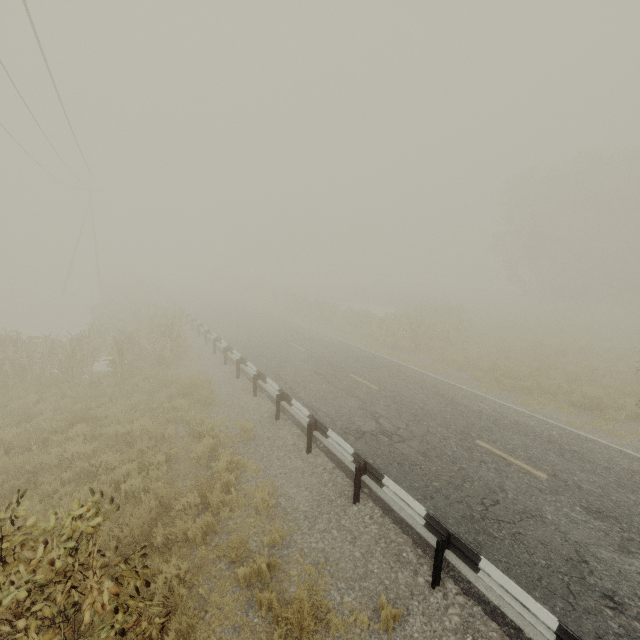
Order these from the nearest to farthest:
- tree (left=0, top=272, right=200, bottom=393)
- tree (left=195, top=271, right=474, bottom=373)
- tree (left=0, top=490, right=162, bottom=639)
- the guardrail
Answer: tree (left=0, top=490, right=162, bottom=639)
the guardrail
tree (left=0, top=272, right=200, bottom=393)
tree (left=195, top=271, right=474, bottom=373)

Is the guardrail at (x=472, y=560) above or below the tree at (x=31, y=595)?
below

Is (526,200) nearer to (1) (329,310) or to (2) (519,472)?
(1) (329,310)

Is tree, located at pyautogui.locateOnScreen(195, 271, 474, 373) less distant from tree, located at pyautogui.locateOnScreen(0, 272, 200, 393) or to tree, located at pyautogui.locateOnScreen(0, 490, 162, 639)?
tree, located at pyautogui.locateOnScreen(0, 272, 200, 393)

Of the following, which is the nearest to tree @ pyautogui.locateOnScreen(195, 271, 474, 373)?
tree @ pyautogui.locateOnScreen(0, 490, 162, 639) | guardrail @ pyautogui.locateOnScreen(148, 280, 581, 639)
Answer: guardrail @ pyautogui.locateOnScreen(148, 280, 581, 639)

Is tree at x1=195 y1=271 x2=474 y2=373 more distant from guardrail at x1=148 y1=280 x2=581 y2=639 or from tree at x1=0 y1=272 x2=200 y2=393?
tree at x1=0 y1=272 x2=200 y2=393

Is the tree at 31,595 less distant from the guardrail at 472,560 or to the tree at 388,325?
the guardrail at 472,560
